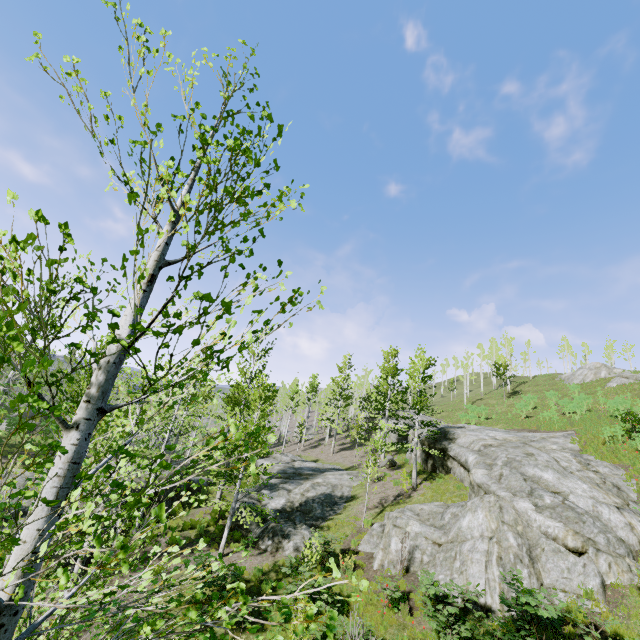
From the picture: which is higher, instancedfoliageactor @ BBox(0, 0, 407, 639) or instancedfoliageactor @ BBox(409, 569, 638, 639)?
instancedfoliageactor @ BBox(0, 0, 407, 639)

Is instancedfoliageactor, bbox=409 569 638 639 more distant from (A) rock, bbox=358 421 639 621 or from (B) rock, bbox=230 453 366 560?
(A) rock, bbox=358 421 639 621

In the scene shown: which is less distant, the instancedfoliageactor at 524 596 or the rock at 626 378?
the instancedfoliageactor at 524 596

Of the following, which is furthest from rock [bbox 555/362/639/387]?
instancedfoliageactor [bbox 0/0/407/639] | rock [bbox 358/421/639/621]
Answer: instancedfoliageactor [bbox 0/0/407/639]

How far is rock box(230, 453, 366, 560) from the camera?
16.2 meters

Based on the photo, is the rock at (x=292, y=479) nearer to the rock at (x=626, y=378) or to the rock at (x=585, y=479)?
the rock at (x=585, y=479)

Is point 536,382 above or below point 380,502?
above
